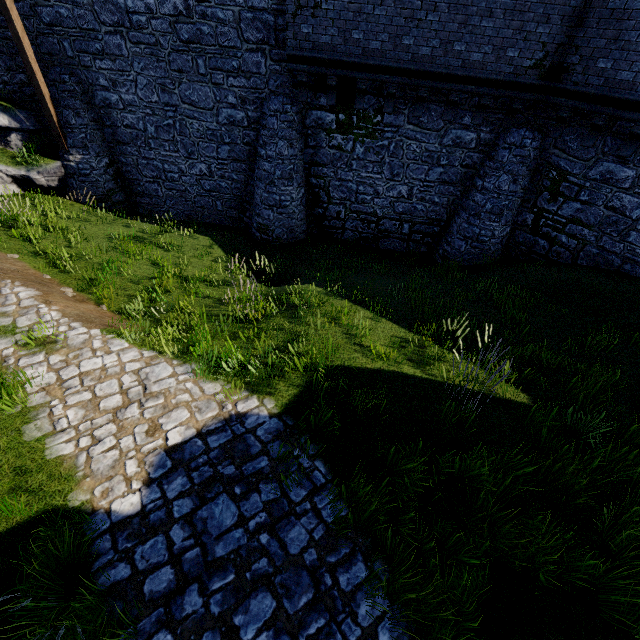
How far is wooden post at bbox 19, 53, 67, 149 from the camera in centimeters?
1098cm

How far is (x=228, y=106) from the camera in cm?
1189

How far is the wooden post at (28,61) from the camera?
10.98m

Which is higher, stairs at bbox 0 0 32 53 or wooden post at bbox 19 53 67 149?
stairs at bbox 0 0 32 53

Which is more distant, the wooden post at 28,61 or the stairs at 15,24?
the wooden post at 28,61

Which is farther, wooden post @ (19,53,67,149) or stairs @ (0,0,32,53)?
wooden post @ (19,53,67,149)
